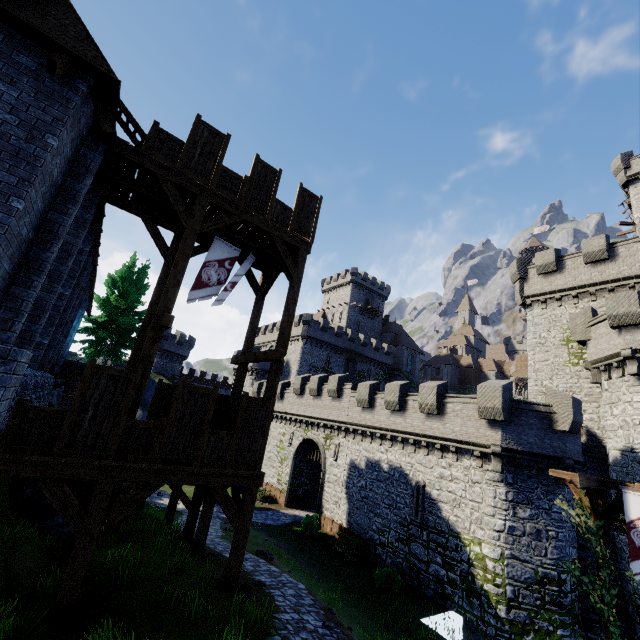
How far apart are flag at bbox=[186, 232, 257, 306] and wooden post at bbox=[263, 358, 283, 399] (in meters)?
3.19

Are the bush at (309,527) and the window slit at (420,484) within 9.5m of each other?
yes

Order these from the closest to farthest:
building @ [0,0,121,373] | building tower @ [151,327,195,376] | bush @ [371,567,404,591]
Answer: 1. building @ [0,0,121,373]
2. bush @ [371,567,404,591]
3. building tower @ [151,327,195,376]

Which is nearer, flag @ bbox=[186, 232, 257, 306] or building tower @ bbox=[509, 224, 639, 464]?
flag @ bbox=[186, 232, 257, 306]

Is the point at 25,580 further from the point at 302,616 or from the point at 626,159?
the point at 626,159

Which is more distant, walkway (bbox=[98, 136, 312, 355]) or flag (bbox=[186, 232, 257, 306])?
flag (bbox=[186, 232, 257, 306])

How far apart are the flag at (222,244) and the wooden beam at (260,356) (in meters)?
2.13

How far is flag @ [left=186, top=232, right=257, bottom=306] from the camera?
12.2m
